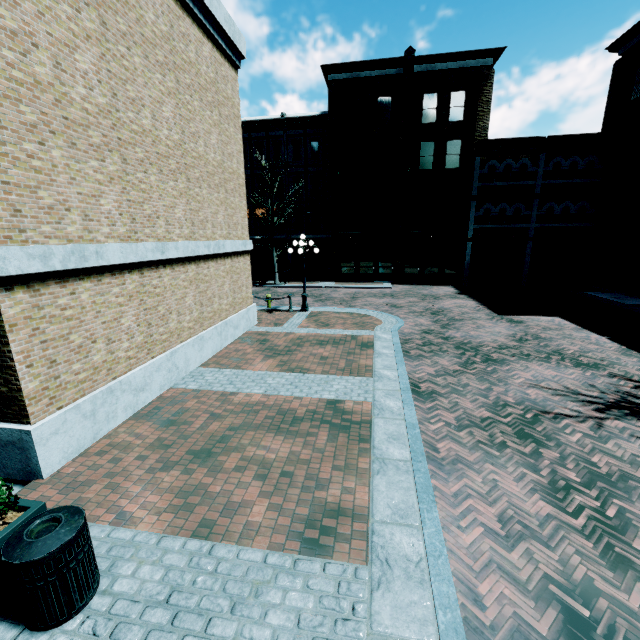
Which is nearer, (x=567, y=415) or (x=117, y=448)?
(x=117, y=448)

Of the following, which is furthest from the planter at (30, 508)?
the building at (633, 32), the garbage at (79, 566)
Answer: the building at (633, 32)

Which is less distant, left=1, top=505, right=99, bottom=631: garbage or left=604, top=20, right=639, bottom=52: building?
left=1, top=505, right=99, bottom=631: garbage

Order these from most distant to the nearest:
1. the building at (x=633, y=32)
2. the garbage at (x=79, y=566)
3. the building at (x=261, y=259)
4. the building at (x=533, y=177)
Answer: the building at (x=261, y=259), the building at (x=533, y=177), the building at (x=633, y=32), the garbage at (x=79, y=566)

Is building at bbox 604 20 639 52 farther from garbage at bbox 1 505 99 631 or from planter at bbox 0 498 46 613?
planter at bbox 0 498 46 613

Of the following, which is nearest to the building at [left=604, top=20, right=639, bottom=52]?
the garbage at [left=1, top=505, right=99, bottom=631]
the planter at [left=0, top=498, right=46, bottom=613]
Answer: the garbage at [left=1, top=505, right=99, bottom=631]
